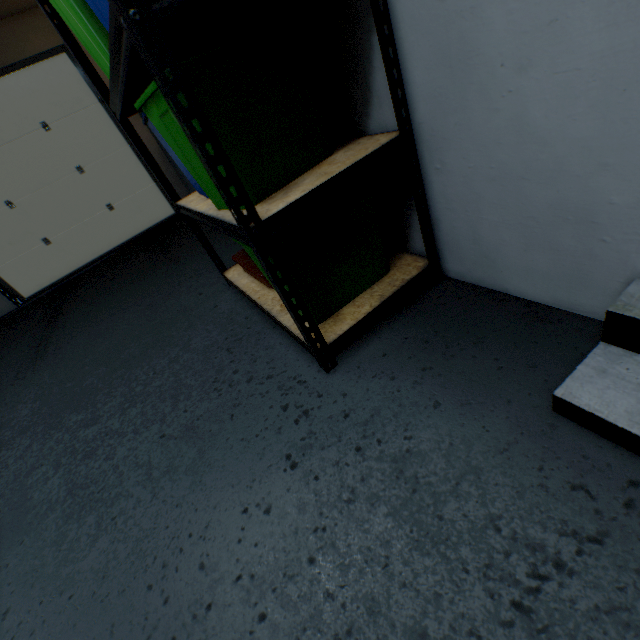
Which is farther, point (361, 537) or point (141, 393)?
point (141, 393)

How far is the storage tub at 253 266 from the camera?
1.2 meters

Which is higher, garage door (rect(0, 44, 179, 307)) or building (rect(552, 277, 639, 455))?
garage door (rect(0, 44, 179, 307))

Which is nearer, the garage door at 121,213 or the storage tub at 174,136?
the storage tub at 174,136

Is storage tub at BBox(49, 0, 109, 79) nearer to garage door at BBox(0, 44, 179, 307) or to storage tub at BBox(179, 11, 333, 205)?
storage tub at BBox(179, 11, 333, 205)

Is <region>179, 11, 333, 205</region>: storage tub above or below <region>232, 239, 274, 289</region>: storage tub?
above

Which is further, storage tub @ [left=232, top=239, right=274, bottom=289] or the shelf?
storage tub @ [left=232, top=239, right=274, bottom=289]

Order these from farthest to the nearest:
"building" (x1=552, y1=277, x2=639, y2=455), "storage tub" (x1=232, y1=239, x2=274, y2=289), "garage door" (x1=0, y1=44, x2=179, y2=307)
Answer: "garage door" (x1=0, y1=44, x2=179, y2=307), "storage tub" (x1=232, y1=239, x2=274, y2=289), "building" (x1=552, y1=277, x2=639, y2=455)
